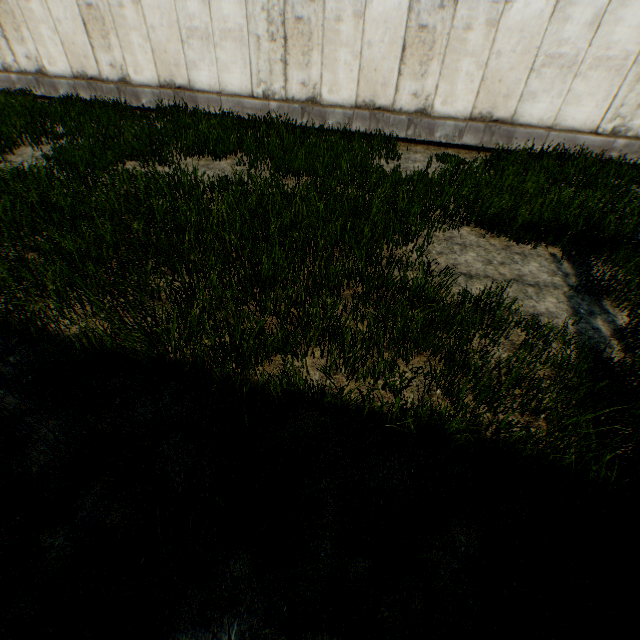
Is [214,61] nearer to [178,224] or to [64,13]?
[64,13]
